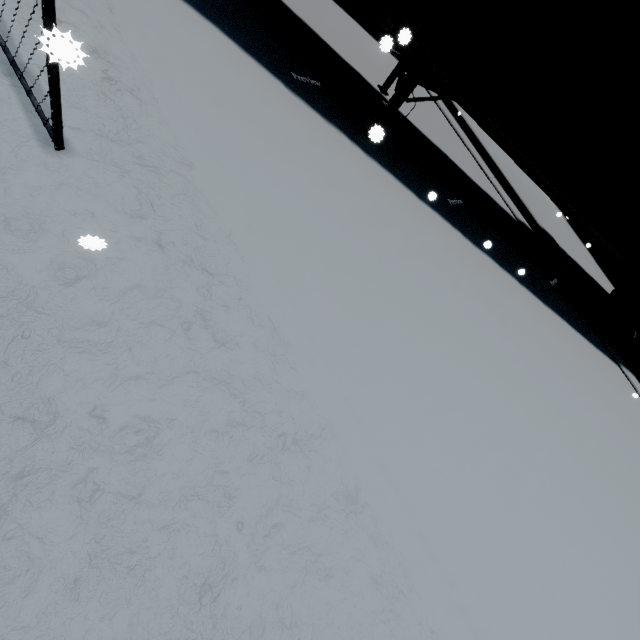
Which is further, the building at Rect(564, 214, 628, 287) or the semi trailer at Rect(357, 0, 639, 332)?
the building at Rect(564, 214, 628, 287)

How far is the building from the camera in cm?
1230

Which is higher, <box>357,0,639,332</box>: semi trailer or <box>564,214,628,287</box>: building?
<box>357,0,639,332</box>: semi trailer

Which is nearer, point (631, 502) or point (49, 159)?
point (49, 159)

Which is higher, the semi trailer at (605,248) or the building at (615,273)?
the semi trailer at (605,248)

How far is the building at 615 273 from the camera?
12.3m
